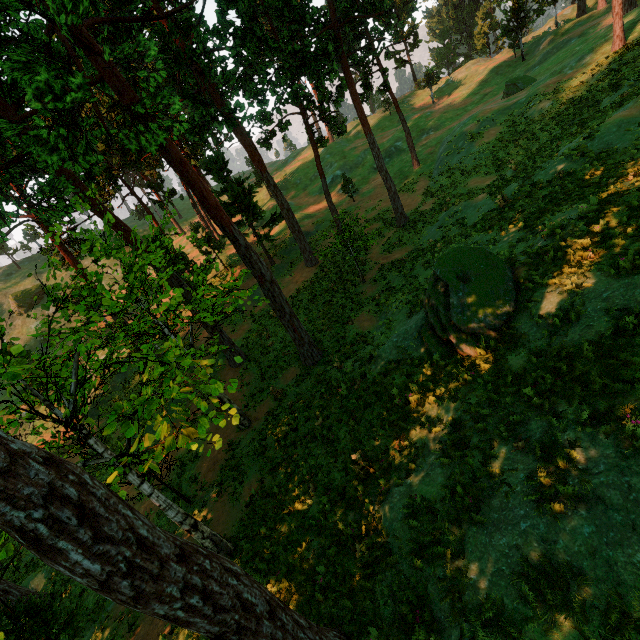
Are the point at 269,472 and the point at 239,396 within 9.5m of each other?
yes

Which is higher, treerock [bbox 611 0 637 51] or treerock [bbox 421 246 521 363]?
treerock [bbox 611 0 637 51]

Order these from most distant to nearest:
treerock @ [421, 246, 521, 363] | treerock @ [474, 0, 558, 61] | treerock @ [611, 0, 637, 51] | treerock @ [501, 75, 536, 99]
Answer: treerock @ [474, 0, 558, 61]
treerock @ [501, 75, 536, 99]
treerock @ [611, 0, 637, 51]
treerock @ [421, 246, 521, 363]

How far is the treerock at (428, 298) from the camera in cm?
1010

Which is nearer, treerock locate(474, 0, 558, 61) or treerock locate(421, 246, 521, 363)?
treerock locate(421, 246, 521, 363)

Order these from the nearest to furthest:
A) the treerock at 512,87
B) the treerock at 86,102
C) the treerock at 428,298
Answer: the treerock at 86,102
the treerock at 428,298
the treerock at 512,87

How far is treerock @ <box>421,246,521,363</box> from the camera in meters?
10.1
